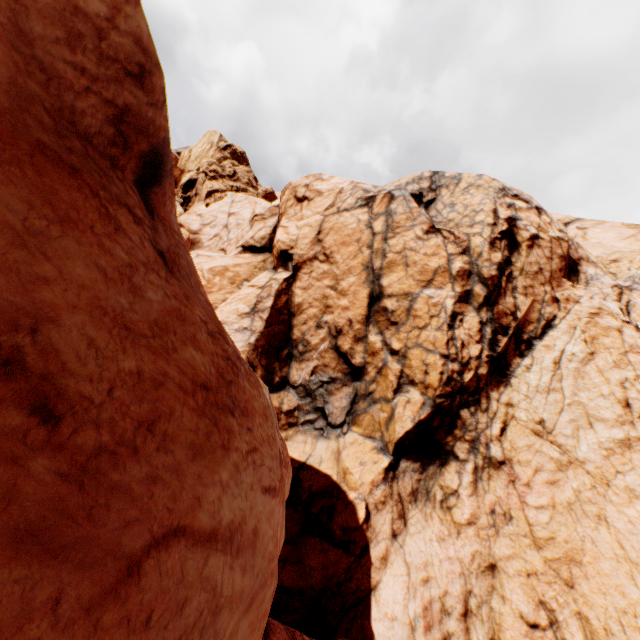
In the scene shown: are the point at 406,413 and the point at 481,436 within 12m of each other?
yes
